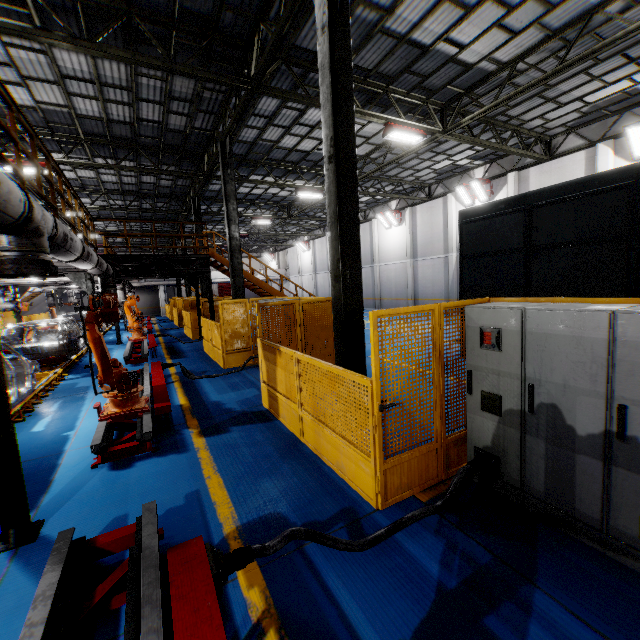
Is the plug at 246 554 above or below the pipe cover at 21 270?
below

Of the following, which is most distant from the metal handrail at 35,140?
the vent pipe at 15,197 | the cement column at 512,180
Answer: the cement column at 512,180

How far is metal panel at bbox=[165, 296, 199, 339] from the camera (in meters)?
17.62

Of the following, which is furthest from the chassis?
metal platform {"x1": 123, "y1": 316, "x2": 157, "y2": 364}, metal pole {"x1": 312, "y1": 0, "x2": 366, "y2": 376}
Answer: metal pole {"x1": 312, "y1": 0, "x2": 366, "y2": 376}

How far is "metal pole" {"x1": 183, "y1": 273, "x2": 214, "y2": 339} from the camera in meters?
13.8

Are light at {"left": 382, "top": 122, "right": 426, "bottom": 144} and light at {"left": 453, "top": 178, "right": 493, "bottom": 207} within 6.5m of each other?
no

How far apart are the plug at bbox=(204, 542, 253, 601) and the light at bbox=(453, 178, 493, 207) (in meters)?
20.66

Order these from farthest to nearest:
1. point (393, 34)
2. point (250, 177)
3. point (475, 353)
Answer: point (250, 177) < point (393, 34) < point (475, 353)
